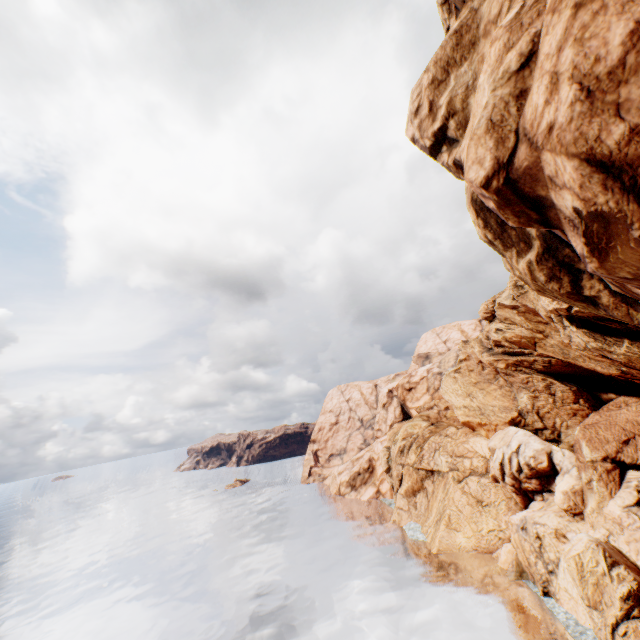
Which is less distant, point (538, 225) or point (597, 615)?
point (538, 225)
